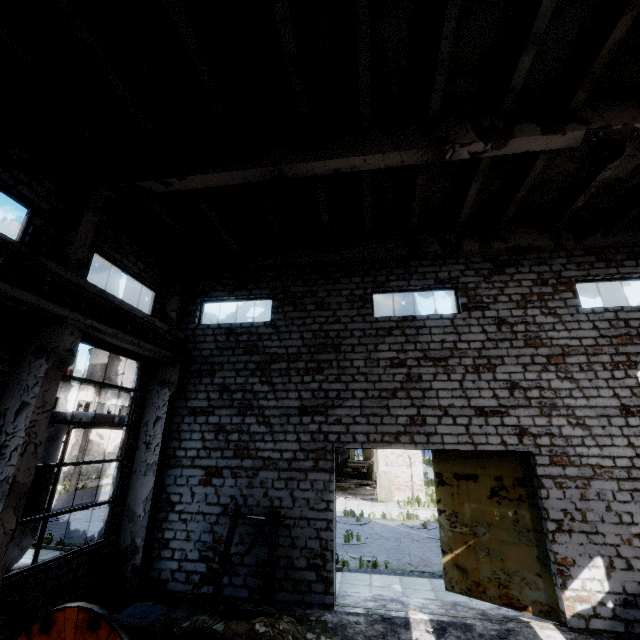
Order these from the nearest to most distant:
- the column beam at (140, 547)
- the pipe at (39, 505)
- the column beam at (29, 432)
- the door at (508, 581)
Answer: the column beam at (29, 432) → the door at (508, 581) → the column beam at (140, 547) → the pipe at (39, 505)

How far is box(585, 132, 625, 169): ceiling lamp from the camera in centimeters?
631cm

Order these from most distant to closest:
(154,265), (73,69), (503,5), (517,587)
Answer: (154,265), (517,587), (73,69), (503,5)

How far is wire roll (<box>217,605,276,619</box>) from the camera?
6.6m

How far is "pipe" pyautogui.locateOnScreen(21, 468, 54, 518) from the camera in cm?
999

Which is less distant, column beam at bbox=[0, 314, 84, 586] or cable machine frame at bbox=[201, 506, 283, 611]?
column beam at bbox=[0, 314, 84, 586]

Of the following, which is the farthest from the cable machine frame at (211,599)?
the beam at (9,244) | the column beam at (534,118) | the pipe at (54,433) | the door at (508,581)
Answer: the column beam at (534,118)

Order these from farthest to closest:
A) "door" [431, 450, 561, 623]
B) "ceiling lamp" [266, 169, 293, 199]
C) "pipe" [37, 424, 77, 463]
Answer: "pipe" [37, 424, 77, 463], "door" [431, 450, 561, 623], "ceiling lamp" [266, 169, 293, 199]
